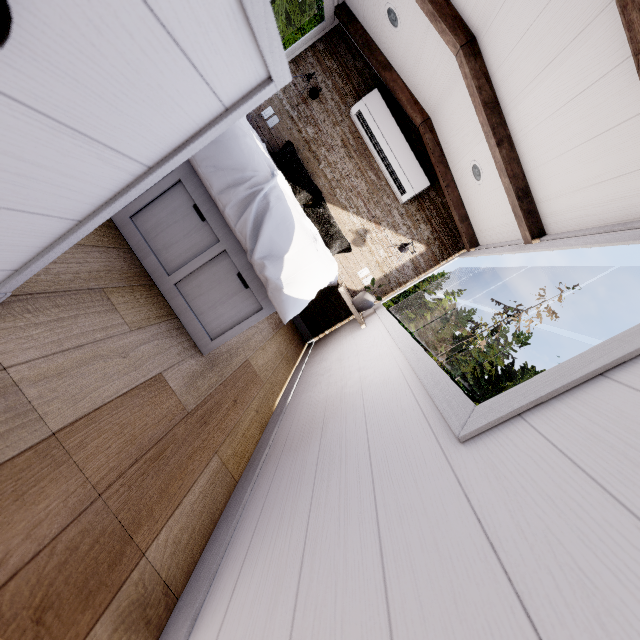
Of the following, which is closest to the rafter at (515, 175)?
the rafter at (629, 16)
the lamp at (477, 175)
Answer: the lamp at (477, 175)

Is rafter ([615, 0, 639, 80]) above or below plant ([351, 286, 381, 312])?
above

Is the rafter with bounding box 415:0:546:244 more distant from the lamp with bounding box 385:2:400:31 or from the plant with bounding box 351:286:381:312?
the plant with bounding box 351:286:381:312

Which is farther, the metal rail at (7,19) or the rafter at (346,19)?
the rafter at (346,19)

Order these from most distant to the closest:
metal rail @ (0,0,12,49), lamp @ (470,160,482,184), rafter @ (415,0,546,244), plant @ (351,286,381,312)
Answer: plant @ (351,286,381,312), lamp @ (470,160,482,184), rafter @ (415,0,546,244), metal rail @ (0,0,12,49)

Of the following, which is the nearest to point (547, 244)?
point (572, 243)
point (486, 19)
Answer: point (572, 243)

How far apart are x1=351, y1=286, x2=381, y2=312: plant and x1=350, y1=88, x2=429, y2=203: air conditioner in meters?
1.0

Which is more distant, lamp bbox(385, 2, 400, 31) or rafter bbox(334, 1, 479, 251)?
rafter bbox(334, 1, 479, 251)
